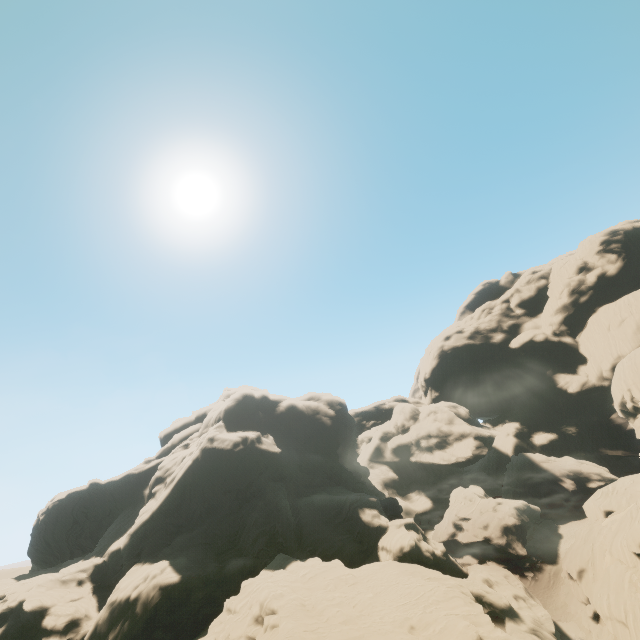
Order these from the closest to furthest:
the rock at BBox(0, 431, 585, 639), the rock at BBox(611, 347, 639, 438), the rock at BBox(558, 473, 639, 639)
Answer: the rock at BBox(0, 431, 585, 639) → the rock at BBox(558, 473, 639, 639) → the rock at BBox(611, 347, 639, 438)

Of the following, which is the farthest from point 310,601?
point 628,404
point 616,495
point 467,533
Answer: point 628,404

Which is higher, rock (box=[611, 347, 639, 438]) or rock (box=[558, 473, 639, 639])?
rock (box=[611, 347, 639, 438])

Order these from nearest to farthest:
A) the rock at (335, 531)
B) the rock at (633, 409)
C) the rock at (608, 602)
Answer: the rock at (335, 531) → the rock at (608, 602) → the rock at (633, 409)

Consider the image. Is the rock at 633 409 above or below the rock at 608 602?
above

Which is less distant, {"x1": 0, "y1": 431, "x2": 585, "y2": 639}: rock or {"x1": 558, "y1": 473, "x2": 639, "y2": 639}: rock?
{"x1": 0, "y1": 431, "x2": 585, "y2": 639}: rock
